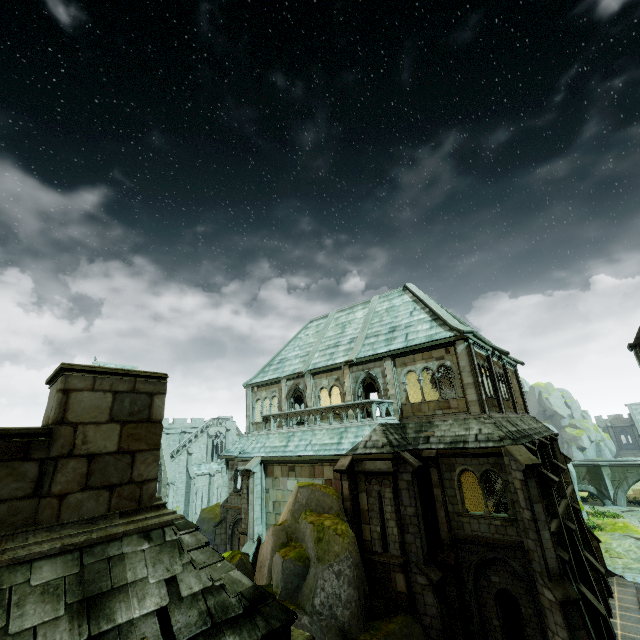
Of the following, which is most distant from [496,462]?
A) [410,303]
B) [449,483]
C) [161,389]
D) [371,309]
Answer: [161,389]

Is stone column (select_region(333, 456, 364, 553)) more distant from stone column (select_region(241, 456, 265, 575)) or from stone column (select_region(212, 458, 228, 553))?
stone column (select_region(212, 458, 228, 553))

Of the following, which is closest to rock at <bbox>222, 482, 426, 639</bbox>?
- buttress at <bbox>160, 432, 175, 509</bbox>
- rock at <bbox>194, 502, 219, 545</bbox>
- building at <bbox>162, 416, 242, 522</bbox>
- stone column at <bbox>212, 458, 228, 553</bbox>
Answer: stone column at <bbox>212, 458, 228, 553</bbox>

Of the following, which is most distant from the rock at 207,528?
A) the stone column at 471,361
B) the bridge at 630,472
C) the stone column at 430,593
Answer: the bridge at 630,472

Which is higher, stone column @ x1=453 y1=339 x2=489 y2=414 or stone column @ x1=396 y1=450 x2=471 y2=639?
stone column @ x1=453 y1=339 x2=489 y2=414

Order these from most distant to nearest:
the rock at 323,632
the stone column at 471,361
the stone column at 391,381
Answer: the stone column at 391,381 < the stone column at 471,361 < the rock at 323,632

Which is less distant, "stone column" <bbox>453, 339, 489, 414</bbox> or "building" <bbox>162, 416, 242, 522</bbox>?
"stone column" <bbox>453, 339, 489, 414</bbox>

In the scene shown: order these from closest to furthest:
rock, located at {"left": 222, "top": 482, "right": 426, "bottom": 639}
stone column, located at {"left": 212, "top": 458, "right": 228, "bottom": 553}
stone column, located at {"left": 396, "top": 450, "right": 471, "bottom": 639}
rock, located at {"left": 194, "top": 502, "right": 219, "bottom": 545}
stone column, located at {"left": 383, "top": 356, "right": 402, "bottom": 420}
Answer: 1. rock, located at {"left": 222, "top": 482, "right": 426, "bottom": 639}
2. stone column, located at {"left": 396, "top": 450, "right": 471, "bottom": 639}
3. stone column, located at {"left": 383, "top": 356, "right": 402, "bottom": 420}
4. stone column, located at {"left": 212, "top": 458, "right": 228, "bottom": 553}
5. rock, located at {"left": 194, "top": 502, "right": 219, "bottom": 545}
